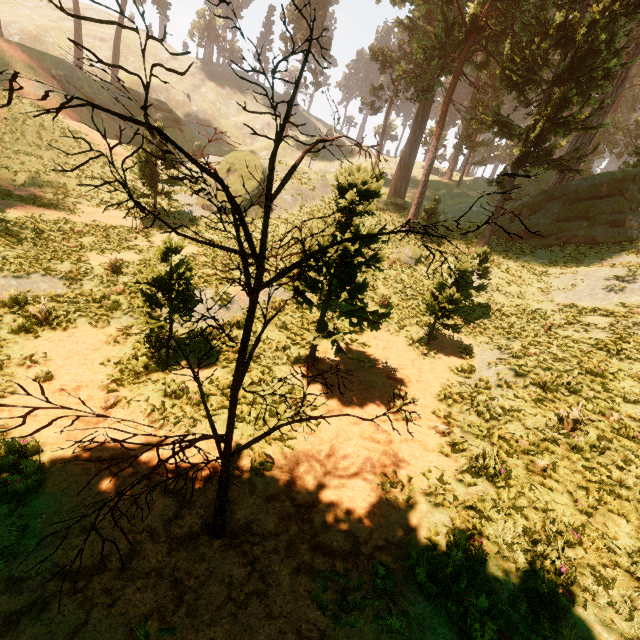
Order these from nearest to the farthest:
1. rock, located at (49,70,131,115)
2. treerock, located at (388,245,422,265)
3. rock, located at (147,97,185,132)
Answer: treerock, located at (388,245,422,265) < rock, located at (49,70,131,115) < rock, located at (147,97,185,132)

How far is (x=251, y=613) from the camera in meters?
4.4 m

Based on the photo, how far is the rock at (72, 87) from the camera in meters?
34.4 m

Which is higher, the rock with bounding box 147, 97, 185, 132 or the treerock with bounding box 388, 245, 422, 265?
the rock with bounding box 147, 97, 185, 132

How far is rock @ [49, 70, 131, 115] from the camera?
34.4 meters

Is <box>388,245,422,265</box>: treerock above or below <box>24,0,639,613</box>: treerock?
below

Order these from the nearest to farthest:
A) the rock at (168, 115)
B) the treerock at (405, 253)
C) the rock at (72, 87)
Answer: the treerock at (405, 253) < the rock at (72, 87) < the rock at (168, 115)

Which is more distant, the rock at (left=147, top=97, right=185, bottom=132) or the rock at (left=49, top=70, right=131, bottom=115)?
the rock at (left=147, top=97, right=185, bottom=132)
